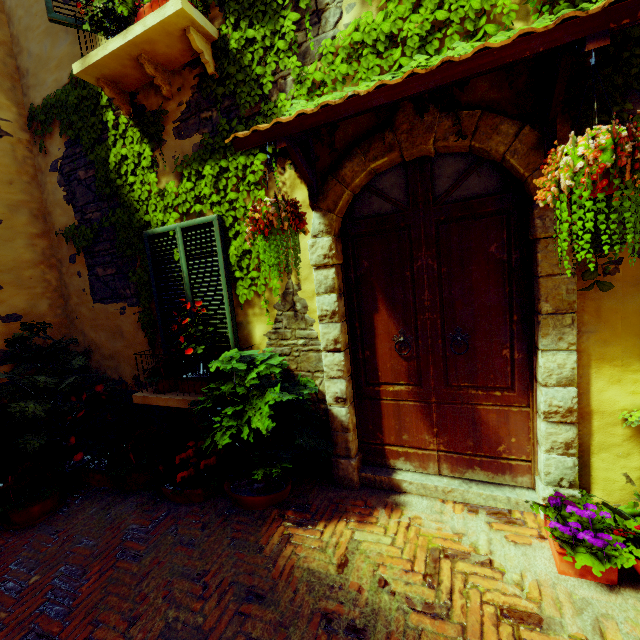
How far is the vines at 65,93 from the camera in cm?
319

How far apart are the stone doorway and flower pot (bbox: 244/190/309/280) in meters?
0.4 m

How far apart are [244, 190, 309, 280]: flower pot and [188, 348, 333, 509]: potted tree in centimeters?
84cm

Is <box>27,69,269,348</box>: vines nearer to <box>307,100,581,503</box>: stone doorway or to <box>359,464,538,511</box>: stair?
<box>307,100,581,503</box>: stone doorway

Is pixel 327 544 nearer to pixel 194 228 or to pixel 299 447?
pixel 299 447

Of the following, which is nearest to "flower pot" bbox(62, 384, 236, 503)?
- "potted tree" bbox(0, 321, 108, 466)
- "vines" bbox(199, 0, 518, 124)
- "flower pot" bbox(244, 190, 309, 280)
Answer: "potted tree" bbox(0, 321, 108, 466)

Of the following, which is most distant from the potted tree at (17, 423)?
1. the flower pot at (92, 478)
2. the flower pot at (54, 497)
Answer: the flower pot at (92, 478)

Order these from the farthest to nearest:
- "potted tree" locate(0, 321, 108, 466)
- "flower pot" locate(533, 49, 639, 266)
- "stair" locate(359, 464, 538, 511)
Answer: "potted tree" locate(0, 321, 108, 466) < "stair" locate(359, 464, 538, 511) < "flower pot" locate(533, 49, 639, 266)
